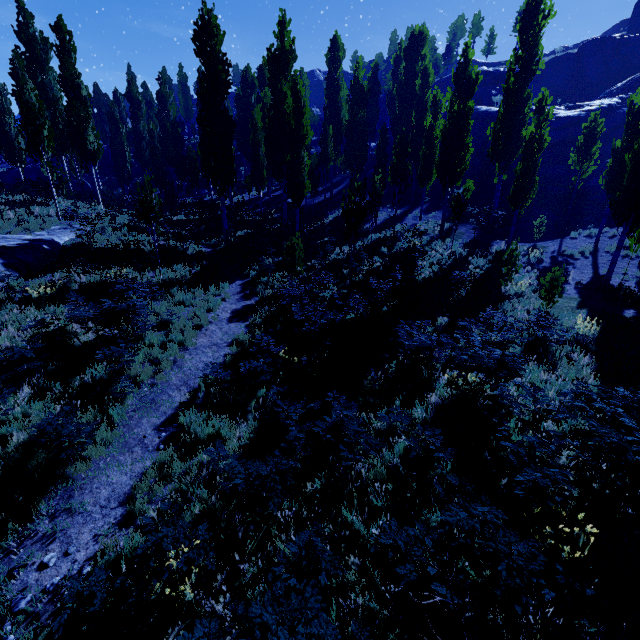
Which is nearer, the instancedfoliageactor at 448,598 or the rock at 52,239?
the instancedfoliageactor at 448,598

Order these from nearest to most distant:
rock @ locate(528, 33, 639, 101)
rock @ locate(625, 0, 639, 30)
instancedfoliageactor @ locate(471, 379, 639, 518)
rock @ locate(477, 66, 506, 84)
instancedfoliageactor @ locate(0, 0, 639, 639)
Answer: instancedfoliageactor @ locate(471, 379, 639, 518)
instancedfoliageactor @ locate(0, 0, 639, 639)
rock @ locate(528, 33, 639, 101)
rock @ locate(477, 66, 506, 84)
rock @ locate(625, 0, 639, 30)

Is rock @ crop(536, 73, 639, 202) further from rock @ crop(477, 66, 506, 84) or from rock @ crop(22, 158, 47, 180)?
rock @ crop(22, 158, 47, 180)

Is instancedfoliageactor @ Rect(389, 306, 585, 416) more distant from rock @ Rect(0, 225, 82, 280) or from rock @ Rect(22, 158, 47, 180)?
rock @ Rect(0, 225, 82, 280)

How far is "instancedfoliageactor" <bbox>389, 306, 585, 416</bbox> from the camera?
6.54m

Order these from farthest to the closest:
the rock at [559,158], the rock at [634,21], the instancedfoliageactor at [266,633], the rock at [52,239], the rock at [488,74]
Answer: the rock at [634,21], the rock at [488,74], the rock at [559,158], the rock at [52,239], the instancedfoliageactor at [266,633]

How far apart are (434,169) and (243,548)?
23.64m

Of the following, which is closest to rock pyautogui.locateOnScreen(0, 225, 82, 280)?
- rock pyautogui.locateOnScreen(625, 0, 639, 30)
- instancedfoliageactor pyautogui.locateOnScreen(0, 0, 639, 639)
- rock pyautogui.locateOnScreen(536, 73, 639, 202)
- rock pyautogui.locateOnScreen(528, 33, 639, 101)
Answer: instancedfoliageactor pyautogui.locateOnScreen(0, 0, 639, 639)
